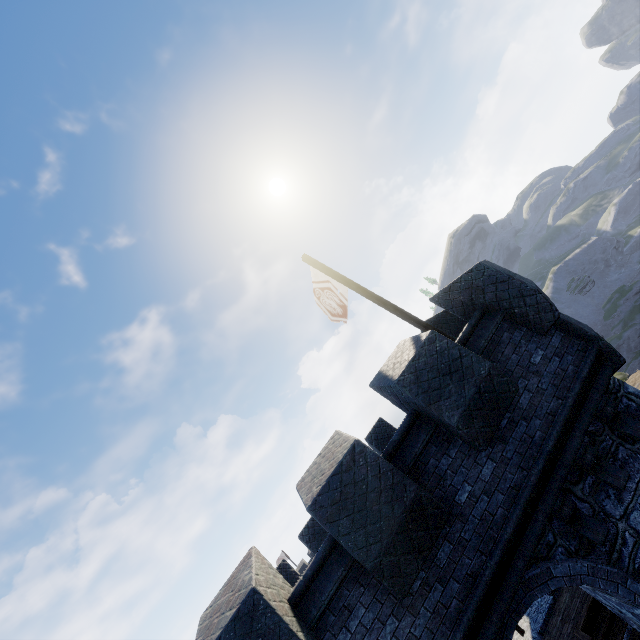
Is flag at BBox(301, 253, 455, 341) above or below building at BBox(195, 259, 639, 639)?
above

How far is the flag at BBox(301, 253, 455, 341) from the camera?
8.1 meters

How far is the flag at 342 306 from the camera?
8.1m

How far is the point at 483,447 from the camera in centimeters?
532cm

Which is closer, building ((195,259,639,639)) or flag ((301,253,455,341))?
building ((195,259,639,639))

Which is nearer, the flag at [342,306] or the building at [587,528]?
the building at [587,528]
